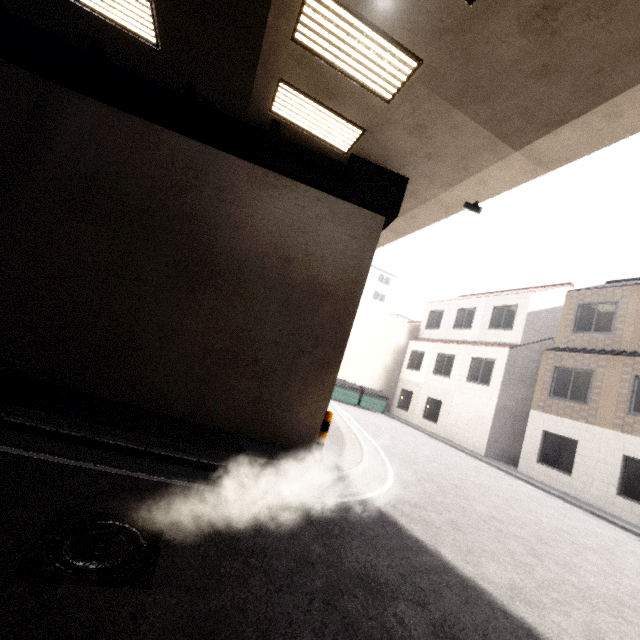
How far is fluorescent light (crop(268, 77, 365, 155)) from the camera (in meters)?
6.48

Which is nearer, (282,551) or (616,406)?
(282,551)

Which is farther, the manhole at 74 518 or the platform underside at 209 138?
the platform underside at 209 138

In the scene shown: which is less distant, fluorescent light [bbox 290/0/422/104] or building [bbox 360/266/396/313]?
fluorescent light [bbox 290/0/422/104]

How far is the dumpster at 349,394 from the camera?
21.4m

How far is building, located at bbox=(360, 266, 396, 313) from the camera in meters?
51.8 m

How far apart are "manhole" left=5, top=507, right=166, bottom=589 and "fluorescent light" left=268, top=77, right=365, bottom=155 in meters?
7.4 m

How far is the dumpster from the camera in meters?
21.4
